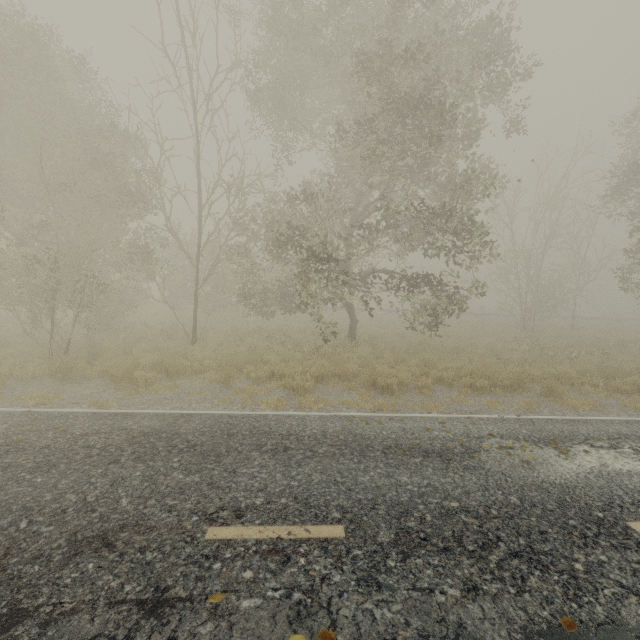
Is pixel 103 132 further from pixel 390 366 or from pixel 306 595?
pixel 306 595
